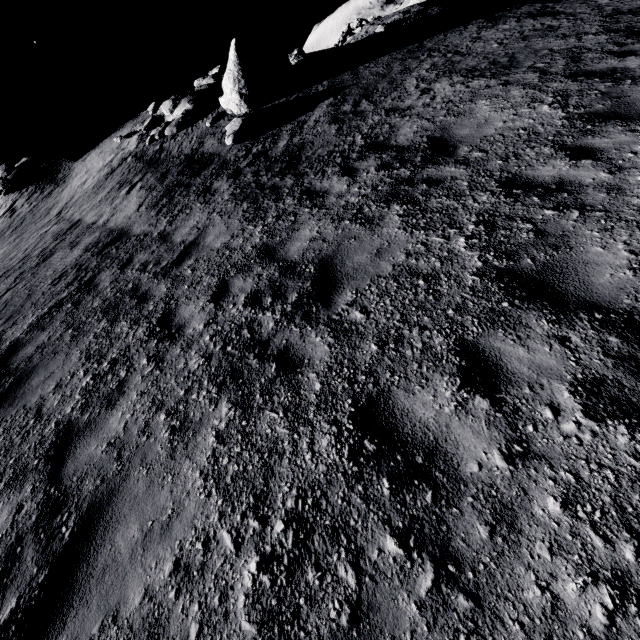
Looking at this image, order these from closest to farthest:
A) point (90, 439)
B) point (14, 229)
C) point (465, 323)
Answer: point (465, 323) → point (90, 439) → point (14, 229)

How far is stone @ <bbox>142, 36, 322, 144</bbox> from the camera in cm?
1181

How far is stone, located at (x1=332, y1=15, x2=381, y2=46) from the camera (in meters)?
28.27

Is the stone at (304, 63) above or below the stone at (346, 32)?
below

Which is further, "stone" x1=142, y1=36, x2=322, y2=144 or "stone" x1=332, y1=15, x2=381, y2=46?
"stone" x1=332, y1=15, x2=381, y2=46

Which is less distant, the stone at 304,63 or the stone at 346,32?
the stone at 304,63

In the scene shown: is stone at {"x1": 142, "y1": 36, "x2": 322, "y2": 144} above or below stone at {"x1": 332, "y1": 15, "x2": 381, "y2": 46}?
below
